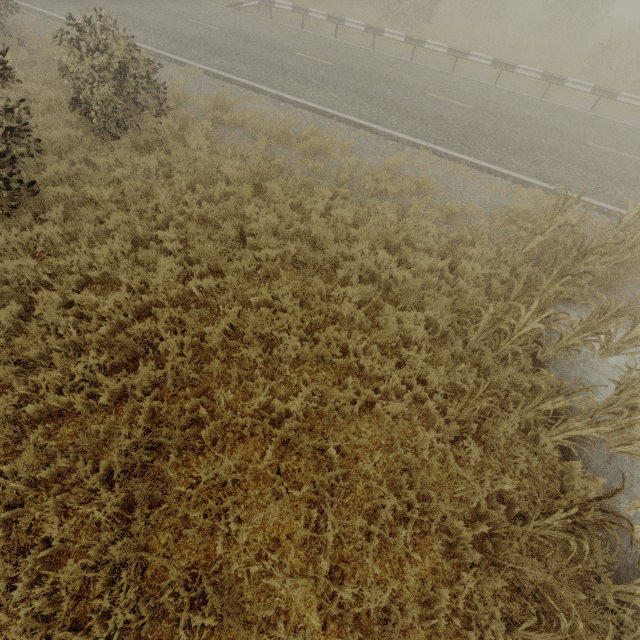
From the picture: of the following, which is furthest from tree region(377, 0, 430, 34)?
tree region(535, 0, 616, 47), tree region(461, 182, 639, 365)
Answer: tree region(535, 0, 616, 47)

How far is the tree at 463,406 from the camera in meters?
4.4

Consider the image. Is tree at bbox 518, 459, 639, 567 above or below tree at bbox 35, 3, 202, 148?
below

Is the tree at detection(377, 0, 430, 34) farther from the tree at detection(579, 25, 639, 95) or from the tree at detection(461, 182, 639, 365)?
the tree at detection(579, 25, 639, 95)

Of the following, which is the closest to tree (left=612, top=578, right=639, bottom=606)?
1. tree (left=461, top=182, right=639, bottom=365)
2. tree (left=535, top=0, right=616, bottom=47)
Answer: tree (left=461, top=182, right=639, bottom=365)

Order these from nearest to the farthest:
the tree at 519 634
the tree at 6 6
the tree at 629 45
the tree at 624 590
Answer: the tree at 519 634 < the tree at 624 590 < the tree at 6 6 < the tree at 629 45

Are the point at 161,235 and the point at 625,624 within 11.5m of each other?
yes

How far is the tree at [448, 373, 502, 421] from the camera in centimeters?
438cm
